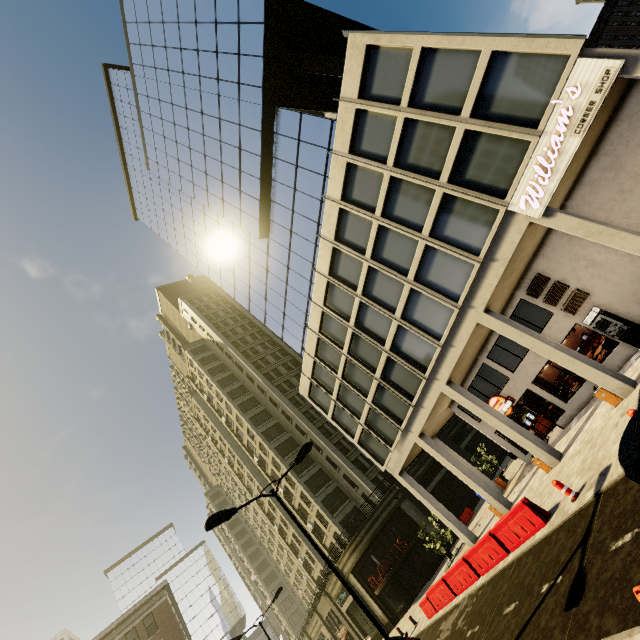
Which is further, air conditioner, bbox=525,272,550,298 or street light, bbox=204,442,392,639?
air conditioner, bbox=525,272,550,298

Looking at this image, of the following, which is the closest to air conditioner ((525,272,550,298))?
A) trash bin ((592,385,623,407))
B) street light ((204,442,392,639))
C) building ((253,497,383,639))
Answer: trash bin ((592,385,623,407))

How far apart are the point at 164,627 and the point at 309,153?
48.4m

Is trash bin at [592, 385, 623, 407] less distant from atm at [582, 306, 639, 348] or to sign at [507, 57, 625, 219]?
atm at [582, 306, 639, 348]

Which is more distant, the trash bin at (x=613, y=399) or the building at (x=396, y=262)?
the building at (x=396, y=262)

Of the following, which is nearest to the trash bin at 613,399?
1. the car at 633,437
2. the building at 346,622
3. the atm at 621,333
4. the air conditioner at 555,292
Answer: the atm at 621,333

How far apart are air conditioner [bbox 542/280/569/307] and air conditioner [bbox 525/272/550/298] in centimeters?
19cm

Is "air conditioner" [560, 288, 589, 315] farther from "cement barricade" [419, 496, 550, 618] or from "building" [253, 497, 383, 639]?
"building" [253, 497, 383, 639]
